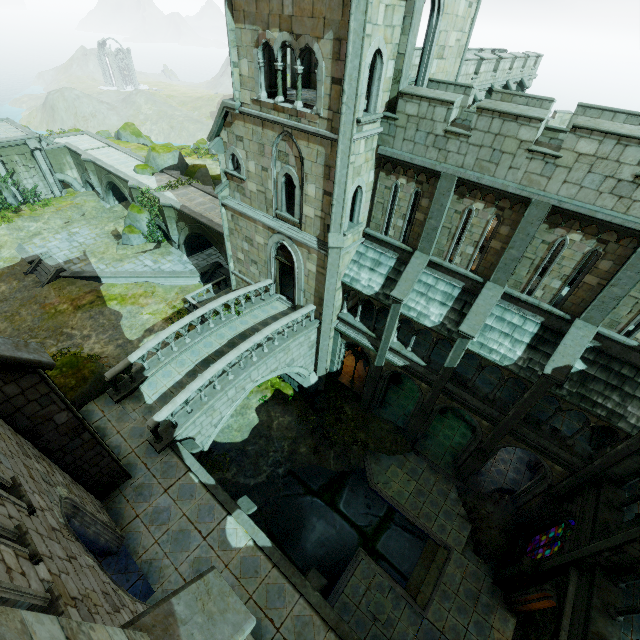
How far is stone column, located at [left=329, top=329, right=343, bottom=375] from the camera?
19.0 meters

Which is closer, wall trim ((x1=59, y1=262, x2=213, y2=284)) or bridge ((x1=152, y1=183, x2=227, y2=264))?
bridge ((x1=152, y1=183, x2=227, y2=264))

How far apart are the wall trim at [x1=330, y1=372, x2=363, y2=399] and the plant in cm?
81

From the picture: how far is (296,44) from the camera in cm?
1059

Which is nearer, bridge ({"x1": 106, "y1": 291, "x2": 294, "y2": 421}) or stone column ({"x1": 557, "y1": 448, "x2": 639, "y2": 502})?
stone column ({"x1": 557, "y1": 448, "x2": 639, "y2": 502})

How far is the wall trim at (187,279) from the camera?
26.8m

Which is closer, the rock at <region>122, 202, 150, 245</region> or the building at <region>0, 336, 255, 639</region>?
the building at <region>0, 336, 255, 639</region>

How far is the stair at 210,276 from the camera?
28.19m
